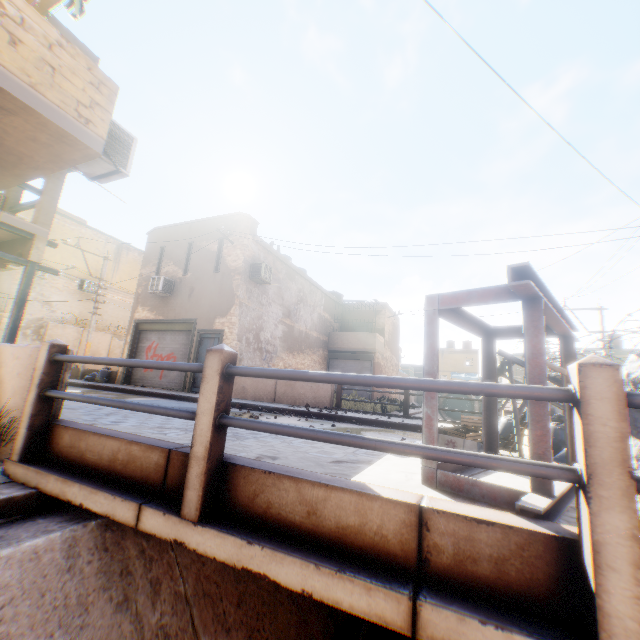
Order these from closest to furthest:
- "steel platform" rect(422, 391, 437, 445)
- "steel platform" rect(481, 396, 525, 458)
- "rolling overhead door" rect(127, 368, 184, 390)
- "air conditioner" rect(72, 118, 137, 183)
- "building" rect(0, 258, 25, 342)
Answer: "steel platform" rect(422, 391, 437, 445), "steel platform" rect(481, 396, 525, 458), "air conditioner" rect(72, 118, 137, 183), "building" rect(0, 258, 25, 342), "rolling overhead door" rect(127, 368, 184, 390)

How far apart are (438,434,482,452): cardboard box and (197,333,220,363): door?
9.7m

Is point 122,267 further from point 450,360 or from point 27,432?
point 450,360

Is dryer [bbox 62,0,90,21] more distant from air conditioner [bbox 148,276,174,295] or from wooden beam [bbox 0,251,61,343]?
wooden beam [bbox 0,251,61,343]

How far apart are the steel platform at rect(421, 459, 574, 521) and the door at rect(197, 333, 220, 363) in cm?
983

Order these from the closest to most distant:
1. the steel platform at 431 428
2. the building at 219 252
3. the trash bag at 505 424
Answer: the steel platform at 431 428 → the building at 219 252 → the trash bag at 505 424

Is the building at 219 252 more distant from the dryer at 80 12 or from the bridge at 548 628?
the bridge at 548 628

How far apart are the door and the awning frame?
10.4m
